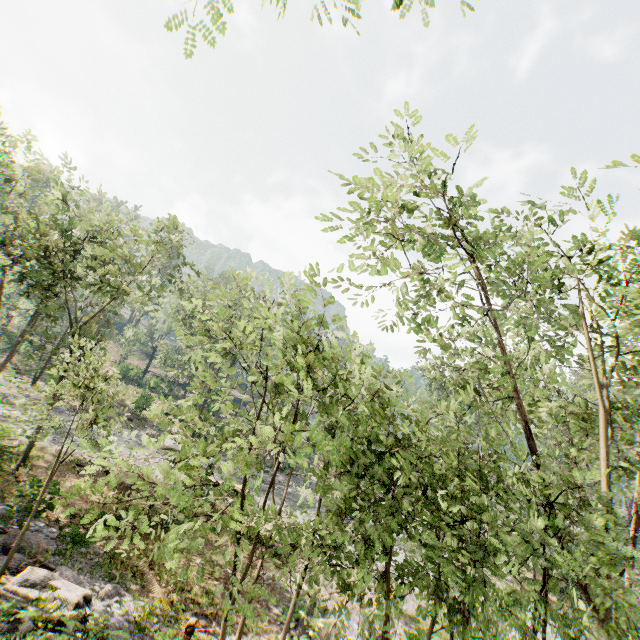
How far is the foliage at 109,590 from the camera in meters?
11.0 m

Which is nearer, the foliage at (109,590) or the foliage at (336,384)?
the foliage at (336,384)

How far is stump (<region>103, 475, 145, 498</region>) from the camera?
19.06m

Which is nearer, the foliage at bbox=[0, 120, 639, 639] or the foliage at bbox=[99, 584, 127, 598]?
the foliage at bbox=[0, 120, 639, 639]

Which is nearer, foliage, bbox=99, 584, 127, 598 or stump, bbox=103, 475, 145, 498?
foliage, bbox=99, 584, 127, 598

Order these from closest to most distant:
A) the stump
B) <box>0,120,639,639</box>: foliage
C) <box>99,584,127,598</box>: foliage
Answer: <box>0,120,639,639</box>: foliage, <box>99,584,127,598</box>: foliage, the stump

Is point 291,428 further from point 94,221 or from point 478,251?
point 94,221
